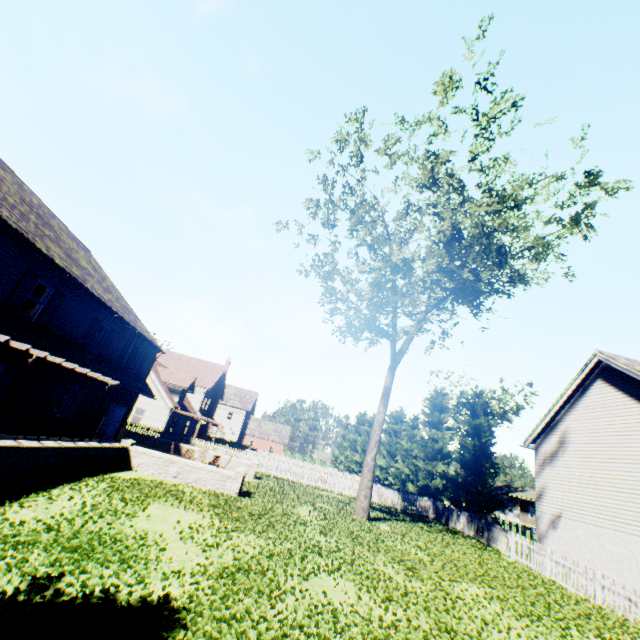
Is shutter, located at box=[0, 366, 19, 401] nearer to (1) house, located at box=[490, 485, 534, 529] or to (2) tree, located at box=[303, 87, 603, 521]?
(2) tree, located at box=[303, 87, 603, 521]

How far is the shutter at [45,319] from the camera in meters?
13.7

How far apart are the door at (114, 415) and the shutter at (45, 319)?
8.63m

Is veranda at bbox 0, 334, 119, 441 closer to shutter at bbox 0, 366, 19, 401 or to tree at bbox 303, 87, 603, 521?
shutter at bbox 0, 366, 19, 401

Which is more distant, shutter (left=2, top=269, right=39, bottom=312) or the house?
the house

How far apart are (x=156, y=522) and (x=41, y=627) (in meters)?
4.26

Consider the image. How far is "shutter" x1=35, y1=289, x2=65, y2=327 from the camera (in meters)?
13.68

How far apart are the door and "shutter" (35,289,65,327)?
8.63m
